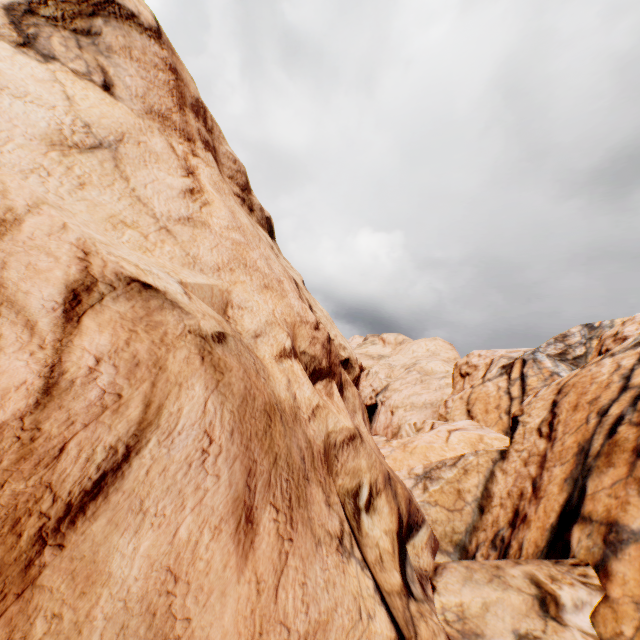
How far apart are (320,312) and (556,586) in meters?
8.8 m
